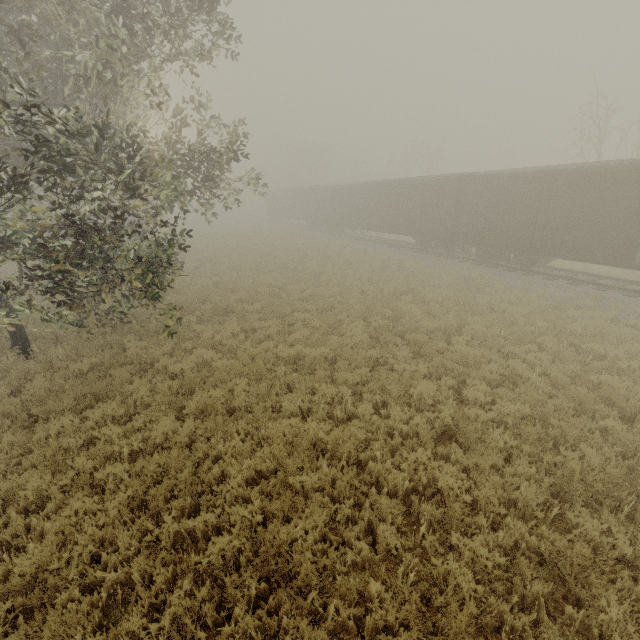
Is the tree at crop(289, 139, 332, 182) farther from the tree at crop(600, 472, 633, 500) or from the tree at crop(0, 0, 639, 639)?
the tree at crop(600, 472, 633, 500)

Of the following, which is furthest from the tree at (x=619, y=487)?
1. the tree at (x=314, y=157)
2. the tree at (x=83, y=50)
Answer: the tree at (x=314, y=157)

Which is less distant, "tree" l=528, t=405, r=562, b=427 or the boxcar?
"tree" l=528, t=405, r=562, b=427

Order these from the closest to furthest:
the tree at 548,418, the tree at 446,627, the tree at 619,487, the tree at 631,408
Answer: the tree at 446,627 → the tree at 619,487 → the tree at 548,418 → the tree at 631,408

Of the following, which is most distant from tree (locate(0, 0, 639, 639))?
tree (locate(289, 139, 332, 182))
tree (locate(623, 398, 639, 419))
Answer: tree (locate(289, 139, 332, 182))

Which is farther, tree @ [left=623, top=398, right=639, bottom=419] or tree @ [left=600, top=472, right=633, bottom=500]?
tree @ [left=623, top=398, right=639, bottom=419]

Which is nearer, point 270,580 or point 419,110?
point 270,580

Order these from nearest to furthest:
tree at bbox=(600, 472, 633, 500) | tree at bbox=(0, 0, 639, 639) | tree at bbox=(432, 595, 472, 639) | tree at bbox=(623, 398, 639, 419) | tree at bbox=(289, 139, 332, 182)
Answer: tree at bbox=(432, 595, 472, 639) → tree at bbox=(0, 0, 639, 639) → tree at bbox=(600, 472, 633, 500) → tree at bbox=(623, 398, 639, 419) → tree at bbox=(289, 139, 332, 182)
